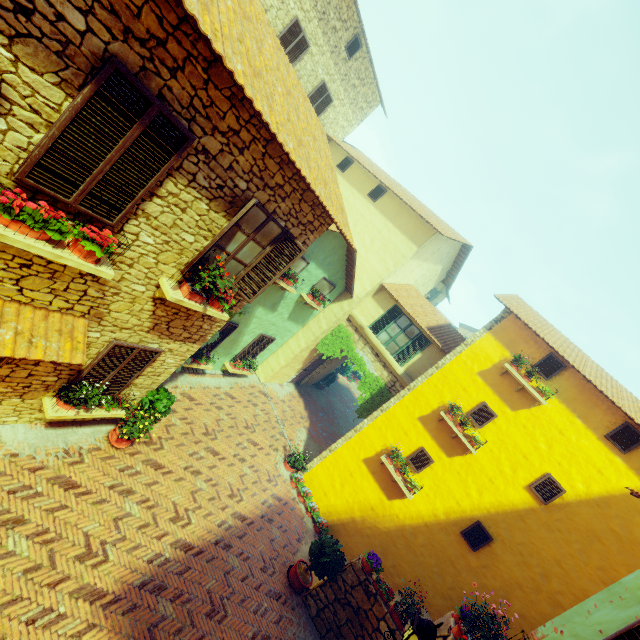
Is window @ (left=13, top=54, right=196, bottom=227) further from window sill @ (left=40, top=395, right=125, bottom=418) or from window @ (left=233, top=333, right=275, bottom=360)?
window sill @ (left=40, top=395, right=125, bottom=418)

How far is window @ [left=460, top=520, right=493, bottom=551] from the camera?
9.5 meters

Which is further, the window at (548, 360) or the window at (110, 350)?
the window at (548, 360)

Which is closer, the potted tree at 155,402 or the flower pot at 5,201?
the flower pot at 5,201

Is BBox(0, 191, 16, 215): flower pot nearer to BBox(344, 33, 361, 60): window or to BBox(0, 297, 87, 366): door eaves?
BBox(0, 297, 87, 366): door eaves

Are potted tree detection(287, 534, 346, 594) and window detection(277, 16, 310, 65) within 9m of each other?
no

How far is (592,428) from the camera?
9.2 meters

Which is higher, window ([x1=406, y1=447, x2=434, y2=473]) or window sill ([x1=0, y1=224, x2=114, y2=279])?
window ([x1=406, y1=447, x2=434, y2=473])
